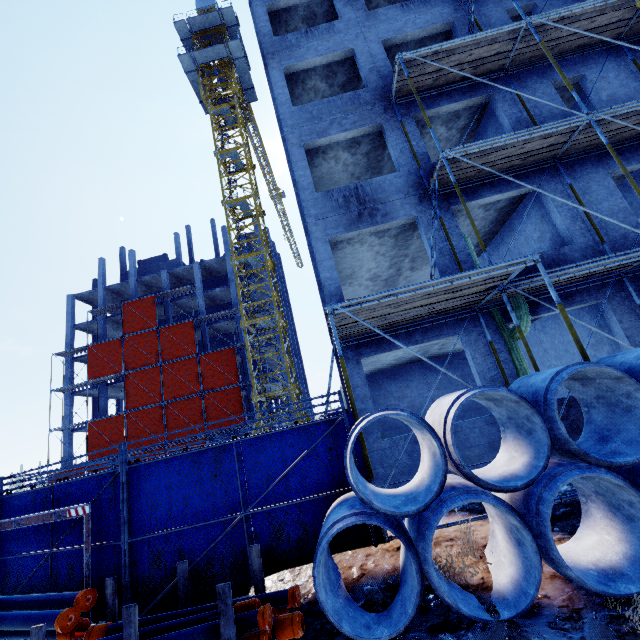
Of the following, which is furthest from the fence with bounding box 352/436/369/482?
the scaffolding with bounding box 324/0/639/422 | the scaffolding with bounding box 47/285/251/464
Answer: the scaffolding with bounding box 47/285/251/464

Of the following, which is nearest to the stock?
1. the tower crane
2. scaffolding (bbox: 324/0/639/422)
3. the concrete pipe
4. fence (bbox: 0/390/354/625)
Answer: fence (bbox: 0/390/354/625)

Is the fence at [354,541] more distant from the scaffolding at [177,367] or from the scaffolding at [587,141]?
the scaffolding at [177,367]

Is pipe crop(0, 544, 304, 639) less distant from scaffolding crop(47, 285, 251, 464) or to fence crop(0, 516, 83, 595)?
fence crop(0, 516, 83, 595)

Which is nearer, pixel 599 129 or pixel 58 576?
pixel 58 576

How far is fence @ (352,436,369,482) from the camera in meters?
5.2

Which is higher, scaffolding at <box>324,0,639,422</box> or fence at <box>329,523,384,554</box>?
scaffolding at <box>324,0,639,422</box>

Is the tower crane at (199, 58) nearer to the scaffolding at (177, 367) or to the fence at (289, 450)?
the fence at (289, 450)
